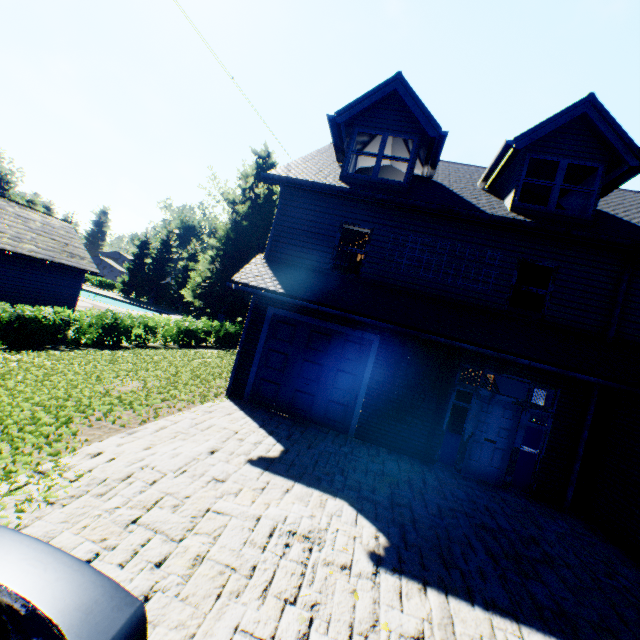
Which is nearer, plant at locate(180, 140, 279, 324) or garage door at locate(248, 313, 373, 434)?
garage door at locate(248, 313, 373, 434)

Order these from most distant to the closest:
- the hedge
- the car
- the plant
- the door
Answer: the plant, the hedge, the door, the car

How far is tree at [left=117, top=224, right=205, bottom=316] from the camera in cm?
5344

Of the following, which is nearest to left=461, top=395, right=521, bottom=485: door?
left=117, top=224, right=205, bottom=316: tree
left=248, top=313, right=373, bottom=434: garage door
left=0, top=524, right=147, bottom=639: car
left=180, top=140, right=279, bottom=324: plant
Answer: left=248, top=313, right=373, bottom=434: garage door

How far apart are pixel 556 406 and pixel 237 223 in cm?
3698

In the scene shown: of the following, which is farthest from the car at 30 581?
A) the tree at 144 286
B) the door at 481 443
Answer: the door at 481 443

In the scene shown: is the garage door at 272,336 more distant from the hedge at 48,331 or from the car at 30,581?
the hedge at 48,331

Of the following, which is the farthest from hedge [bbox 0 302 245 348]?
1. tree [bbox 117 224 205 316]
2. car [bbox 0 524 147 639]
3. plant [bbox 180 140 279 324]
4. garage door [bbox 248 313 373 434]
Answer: car [bbox 0 524 147 639]
